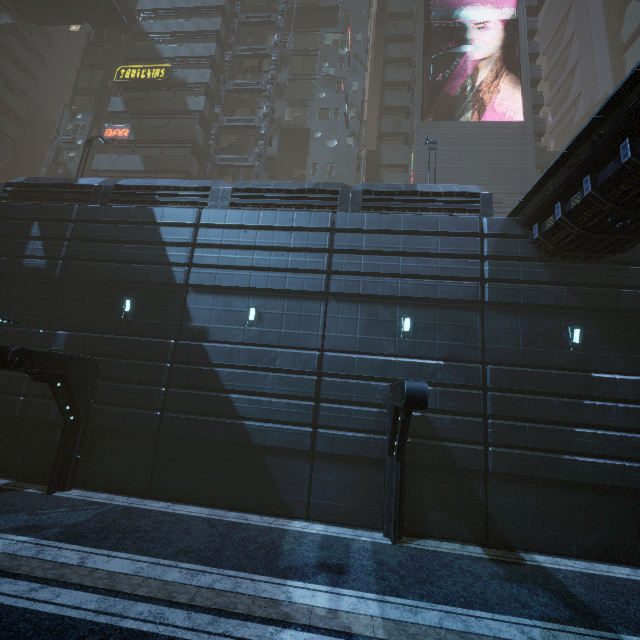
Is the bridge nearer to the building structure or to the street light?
the building structure

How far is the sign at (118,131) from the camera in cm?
2783

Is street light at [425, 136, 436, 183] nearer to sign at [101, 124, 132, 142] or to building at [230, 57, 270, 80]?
building at [230, 57, 270, 80]

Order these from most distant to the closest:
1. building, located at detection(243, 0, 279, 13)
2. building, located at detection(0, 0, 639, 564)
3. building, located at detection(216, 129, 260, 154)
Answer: building, located at detection(243, 0, 279, 13)
building, located at detection(216, 129, 260, 154)
building, located at detection(0, 0, 639, 564)

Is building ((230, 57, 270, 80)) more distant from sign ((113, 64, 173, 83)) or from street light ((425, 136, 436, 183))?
street light ((425, 136, 436, 183))

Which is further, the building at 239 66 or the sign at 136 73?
the building at 239 66

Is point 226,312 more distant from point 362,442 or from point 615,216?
point 615,216

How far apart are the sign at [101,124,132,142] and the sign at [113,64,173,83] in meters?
4.3
